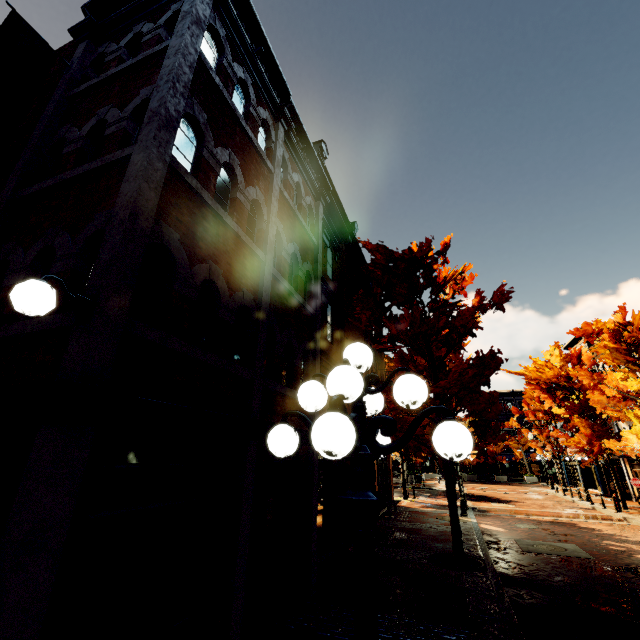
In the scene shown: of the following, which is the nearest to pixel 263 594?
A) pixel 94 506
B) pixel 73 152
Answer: pixel 94 506

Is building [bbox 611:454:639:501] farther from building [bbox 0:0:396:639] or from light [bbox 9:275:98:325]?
light [bbox 9:275:98:325]

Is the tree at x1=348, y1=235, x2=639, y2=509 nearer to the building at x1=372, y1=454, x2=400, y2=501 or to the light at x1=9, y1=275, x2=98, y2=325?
the building at x1=372, y1=454, x2=400, y2=501

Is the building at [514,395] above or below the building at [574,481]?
above

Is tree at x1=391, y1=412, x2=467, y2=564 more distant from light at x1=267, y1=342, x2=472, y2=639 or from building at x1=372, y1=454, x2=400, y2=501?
light at x1=267, y1=342, x2=472, y2=639

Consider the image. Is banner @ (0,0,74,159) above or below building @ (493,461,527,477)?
above

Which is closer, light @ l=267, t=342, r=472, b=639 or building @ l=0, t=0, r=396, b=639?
light @ l=267, t=342, r=472, b=639

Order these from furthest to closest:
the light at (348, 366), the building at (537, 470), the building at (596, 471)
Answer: the building at (537, 470)
the building at (596, 471)
the light at (348, 366)
